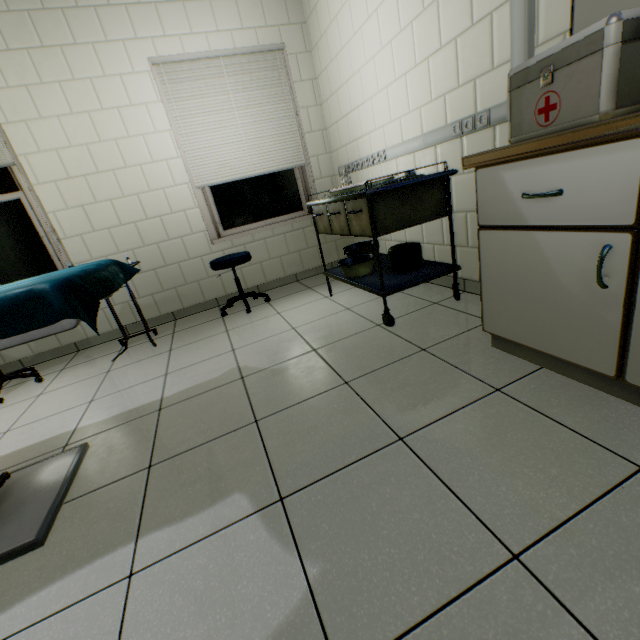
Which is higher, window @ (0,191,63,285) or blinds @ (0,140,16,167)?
blinds @ (0,140,16,167)

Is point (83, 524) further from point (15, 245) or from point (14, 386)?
point (15, 245)

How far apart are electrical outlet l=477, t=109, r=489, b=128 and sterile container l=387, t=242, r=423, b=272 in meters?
0.7

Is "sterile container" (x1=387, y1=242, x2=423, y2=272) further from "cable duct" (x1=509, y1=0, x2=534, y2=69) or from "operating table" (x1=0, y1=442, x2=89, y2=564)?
"operating table" (x1=0, y1=442, x2=89, y2=564)

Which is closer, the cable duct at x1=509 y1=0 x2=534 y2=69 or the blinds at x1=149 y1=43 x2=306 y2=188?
the cable duct at x1=509 y1=0 x2=534 y2=69

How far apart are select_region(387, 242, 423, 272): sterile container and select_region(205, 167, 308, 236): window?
1.8m

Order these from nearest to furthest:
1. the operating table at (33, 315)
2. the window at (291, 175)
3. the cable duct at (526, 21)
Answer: the operating table at (33, 315) < the cable duct at (526, 21) < the window at (291, 175)

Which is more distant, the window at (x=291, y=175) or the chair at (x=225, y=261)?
the window at (x=291, y=175)
